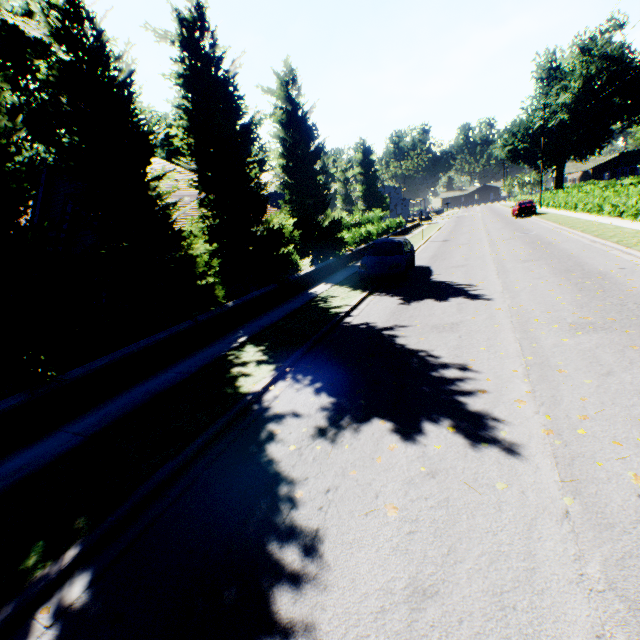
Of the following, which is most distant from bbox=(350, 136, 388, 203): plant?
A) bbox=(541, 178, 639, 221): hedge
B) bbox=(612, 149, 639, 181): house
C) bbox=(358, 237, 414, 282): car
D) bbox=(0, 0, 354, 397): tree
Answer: bbox=(358, 237, 414, 282): car

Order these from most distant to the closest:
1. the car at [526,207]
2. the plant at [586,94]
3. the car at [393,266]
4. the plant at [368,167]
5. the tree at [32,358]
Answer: the plant at [368,167], the plant at [586,94], the car at [526,207], the car at [393,266], the tree at [32,358]

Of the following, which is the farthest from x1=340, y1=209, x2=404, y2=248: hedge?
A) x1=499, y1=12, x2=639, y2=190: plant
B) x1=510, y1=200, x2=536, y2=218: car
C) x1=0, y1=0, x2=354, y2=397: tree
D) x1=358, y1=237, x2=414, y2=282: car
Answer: x1=358, y1=237, x2=414, y2=282: car

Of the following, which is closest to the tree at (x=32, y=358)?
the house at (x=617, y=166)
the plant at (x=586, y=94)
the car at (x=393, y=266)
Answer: the plant at (x=586, y=94)

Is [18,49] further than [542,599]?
Yes

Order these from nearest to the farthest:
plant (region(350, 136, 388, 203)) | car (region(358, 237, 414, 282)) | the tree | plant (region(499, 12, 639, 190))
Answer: the tree, car (region(358, 237, 414, 282)), plant (region(499, 12, 639, 190)), plant (region(350, 136, 388, 203))

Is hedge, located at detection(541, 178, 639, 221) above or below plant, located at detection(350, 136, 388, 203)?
below

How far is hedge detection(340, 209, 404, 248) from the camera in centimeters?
2358cm
